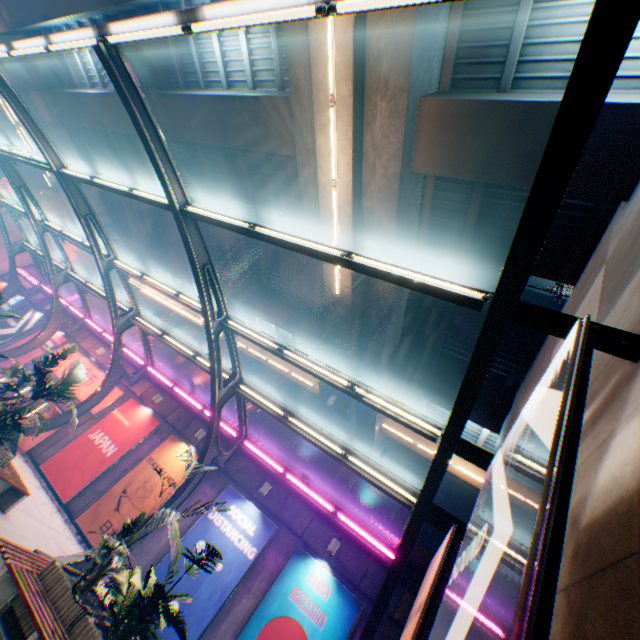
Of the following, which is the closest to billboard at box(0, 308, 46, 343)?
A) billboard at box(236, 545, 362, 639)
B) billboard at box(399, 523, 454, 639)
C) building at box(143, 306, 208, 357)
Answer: billboard at box(236, 545, 362, 639)

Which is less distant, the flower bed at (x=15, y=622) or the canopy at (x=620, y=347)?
the canopy at (x=620, y=347)

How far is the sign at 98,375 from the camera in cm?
1672

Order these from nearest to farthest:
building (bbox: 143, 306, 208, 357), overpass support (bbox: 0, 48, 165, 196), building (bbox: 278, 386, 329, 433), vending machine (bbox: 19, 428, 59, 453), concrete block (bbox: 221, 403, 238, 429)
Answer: vending machine (bbox: 19, 428, 59, 453) < concrete block (bbox: 221, 403, 238, 429) < overpass support (bbox: 0, 48, 165, 196) < building (bbox: 278, 386, 329, 433) < building (bbox: 143, 306, 208, 357)

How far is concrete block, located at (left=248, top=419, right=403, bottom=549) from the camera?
11.5m

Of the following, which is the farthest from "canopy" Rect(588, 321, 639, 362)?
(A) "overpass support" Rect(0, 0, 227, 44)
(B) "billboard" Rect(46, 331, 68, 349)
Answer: (A) "overpass support" Rect(0, 0, 227, 44)

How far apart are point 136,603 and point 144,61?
24.0m

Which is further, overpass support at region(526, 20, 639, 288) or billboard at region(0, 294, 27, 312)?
billboard at region(0, 294, 27, 312)
